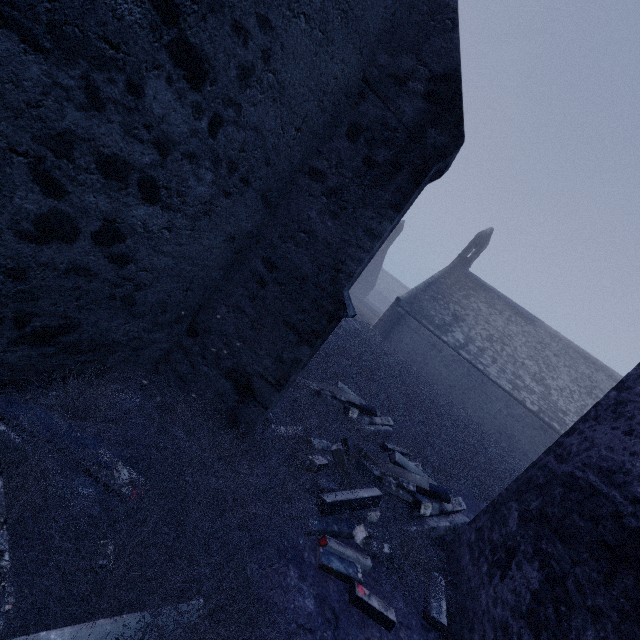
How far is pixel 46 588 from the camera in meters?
1.6

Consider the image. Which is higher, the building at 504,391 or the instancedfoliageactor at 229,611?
the building at 504,391

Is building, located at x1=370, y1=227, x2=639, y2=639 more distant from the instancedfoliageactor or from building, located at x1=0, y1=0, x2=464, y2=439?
the instancedfoliageactor

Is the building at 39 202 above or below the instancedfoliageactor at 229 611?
above

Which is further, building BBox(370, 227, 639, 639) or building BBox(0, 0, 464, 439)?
building BBox(370, 227, 639, 639)

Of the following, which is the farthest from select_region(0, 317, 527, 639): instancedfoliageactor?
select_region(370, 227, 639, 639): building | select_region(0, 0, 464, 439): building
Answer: select_region(370, 227, 639, 639): building

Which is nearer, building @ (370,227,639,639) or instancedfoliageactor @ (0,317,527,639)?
instancedfoliageactor @ (0,317,527,639)
